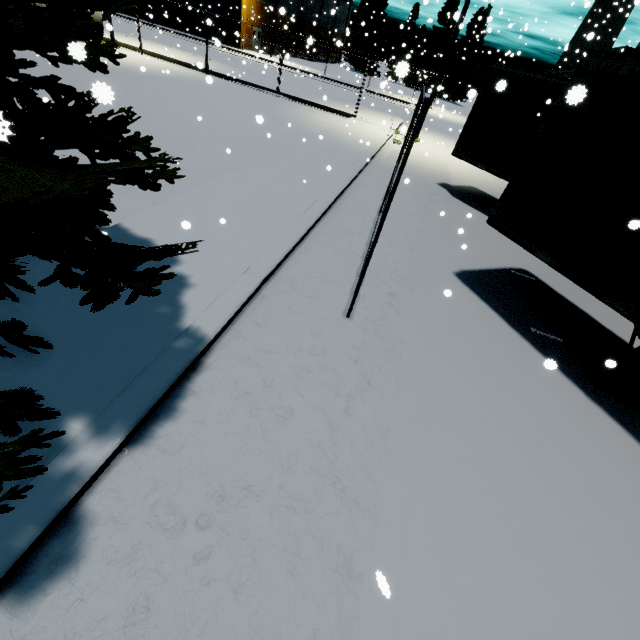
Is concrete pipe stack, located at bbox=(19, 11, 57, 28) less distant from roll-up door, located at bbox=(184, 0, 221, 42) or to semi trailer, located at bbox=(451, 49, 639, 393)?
semi trailer, located at bbox=(451, 49, 639, 393)

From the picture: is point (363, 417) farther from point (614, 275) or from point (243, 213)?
point (243, 213)

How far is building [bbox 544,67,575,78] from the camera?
44.1m

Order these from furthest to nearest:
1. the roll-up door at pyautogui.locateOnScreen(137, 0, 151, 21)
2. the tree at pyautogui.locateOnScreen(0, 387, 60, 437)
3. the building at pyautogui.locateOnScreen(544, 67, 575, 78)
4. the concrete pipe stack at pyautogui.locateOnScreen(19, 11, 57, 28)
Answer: the building at pyautogui.locateOnScreen(544, 67, 575, 78)
the roll-up door at pyautogui.locateOnScreen(137, 0, 151, 21)
the concrete pipe stack at pyautogui.locateOnScreen(19, 11, 57, 28)
the tree at pyautogui.locateOnScreen(0, 387, 60, 437)

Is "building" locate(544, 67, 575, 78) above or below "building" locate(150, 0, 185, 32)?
above

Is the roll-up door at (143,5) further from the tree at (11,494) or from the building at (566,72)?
the tree at (11,494)

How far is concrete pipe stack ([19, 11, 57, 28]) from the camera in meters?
16.7

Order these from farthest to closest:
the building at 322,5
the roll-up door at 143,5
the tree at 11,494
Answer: the building at 322,5, the roll-up door at 143,5, the tree at 11,494
